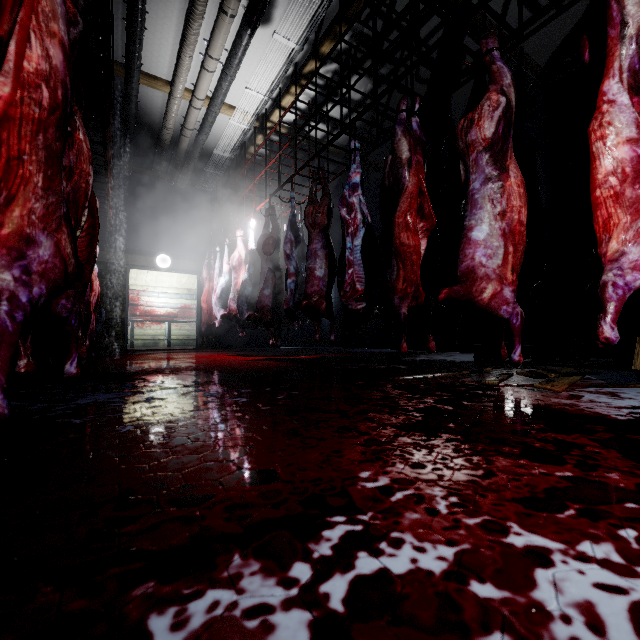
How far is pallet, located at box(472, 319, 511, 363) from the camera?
3.7m

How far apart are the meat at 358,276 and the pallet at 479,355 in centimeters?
111cm

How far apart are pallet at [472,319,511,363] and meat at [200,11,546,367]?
1.1m

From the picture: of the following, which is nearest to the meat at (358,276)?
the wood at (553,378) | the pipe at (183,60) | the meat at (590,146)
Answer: the wood at (553,378)

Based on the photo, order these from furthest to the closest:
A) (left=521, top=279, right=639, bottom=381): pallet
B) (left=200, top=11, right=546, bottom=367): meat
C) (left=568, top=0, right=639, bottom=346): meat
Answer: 1. (left=521, top=279, right=639, bottom=381): pallet
2. (left=200, top=11, right=546, bottom=367): meat
3. (left=568, top=0, right=639, bottom=346): meat

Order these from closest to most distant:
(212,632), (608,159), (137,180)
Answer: (212,632), (608,159), (137,180)

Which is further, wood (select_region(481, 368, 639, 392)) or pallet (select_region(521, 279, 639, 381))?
pallet (select_region(521, 279, 639, 381))

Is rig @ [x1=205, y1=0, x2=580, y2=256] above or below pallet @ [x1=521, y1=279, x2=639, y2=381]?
above
